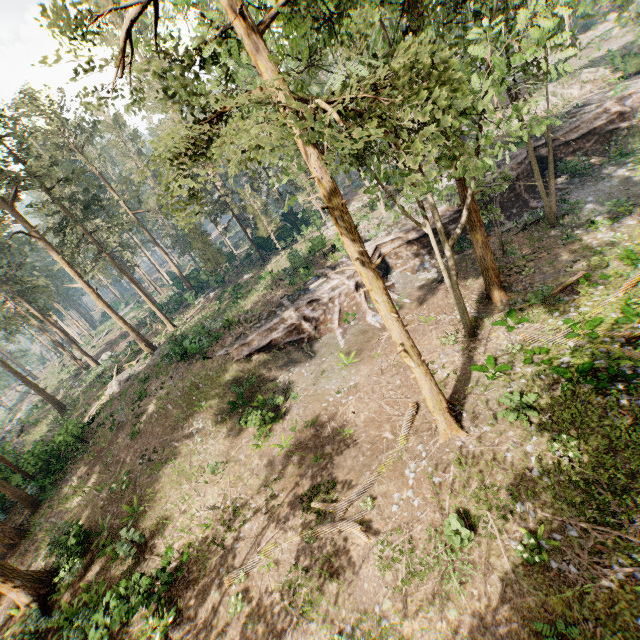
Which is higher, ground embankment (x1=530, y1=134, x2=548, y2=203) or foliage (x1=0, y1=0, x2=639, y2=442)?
foliage (x1=0, y1=0, x2=639, y2=442)

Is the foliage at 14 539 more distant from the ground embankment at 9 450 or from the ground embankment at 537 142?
the ground embankment at 537 142

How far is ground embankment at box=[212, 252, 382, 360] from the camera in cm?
2489

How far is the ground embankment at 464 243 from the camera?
26.0 meters

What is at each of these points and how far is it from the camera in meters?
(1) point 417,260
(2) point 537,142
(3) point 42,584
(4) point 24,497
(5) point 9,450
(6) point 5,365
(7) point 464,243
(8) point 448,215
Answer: (1) ground embankment, 27.3 m
(2) ground embankment, 28.7 m
(3) foliage, 16.5 m
(4) foliage, 22.8 m
(5) ground embankment, 30.8 m
(6) foliage, 32.0 m
(7) ground embankment, 26.6 m
(8) ground embankment, 27.1 m

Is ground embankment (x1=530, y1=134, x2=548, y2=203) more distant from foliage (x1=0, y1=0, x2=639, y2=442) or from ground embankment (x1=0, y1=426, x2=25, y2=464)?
ground embankment (x1=0, y1=426, x2=25, y2=464)

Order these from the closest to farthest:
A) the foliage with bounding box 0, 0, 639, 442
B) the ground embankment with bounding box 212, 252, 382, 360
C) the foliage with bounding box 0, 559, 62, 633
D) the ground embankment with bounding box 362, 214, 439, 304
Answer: the foliage with bounding box 0, 0, 639, 442 → the foliage with bounding box 0, 559, 62, 633 → the ground embankment with bounding box 212, 252, 382, 360 → the ground embankment with bounding box 362, 214, 439, 304
